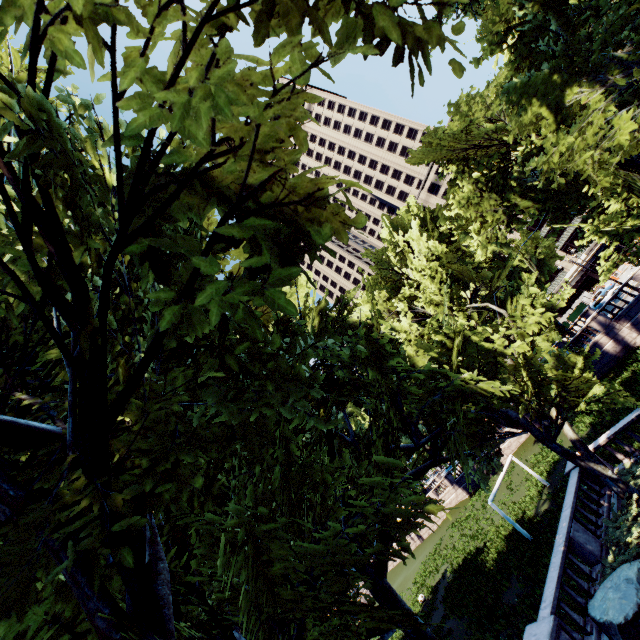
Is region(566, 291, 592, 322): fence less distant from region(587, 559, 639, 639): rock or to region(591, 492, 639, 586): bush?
region(591, 492, 639, 586): bush

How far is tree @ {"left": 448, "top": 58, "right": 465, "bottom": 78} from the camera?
2.4 meters

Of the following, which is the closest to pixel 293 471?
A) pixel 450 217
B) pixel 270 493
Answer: pixel 270 493

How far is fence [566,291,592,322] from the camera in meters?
53.7 m

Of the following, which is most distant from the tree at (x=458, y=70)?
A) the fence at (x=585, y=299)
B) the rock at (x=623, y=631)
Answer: the fence at (x=585, y=299)

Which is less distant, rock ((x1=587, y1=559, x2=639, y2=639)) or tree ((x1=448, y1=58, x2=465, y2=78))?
tree ((x1=448, y1=58, x2=465, y2=78))

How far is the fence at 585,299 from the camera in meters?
53.7

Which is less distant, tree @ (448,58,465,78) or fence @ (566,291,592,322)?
tree @ (448,58,465,78)
